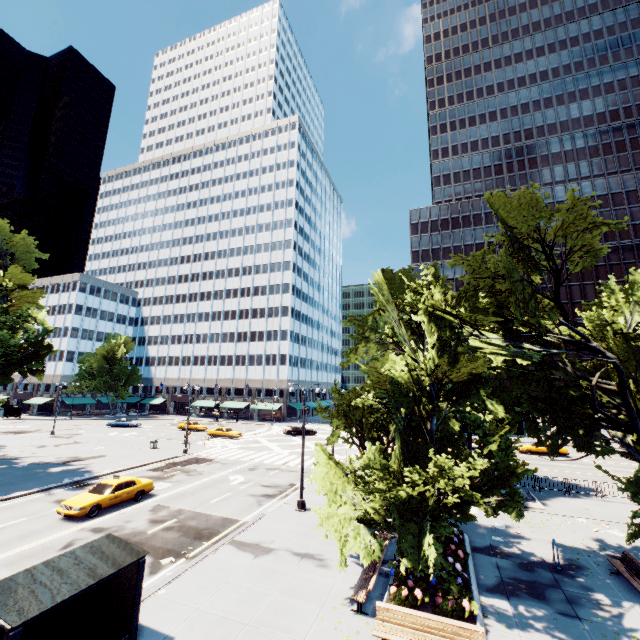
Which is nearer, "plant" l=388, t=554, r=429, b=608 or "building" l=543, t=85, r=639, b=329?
"plant" l=388, t=554, r=429, b=608

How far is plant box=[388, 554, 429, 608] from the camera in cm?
1046

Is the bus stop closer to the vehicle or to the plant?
the plant

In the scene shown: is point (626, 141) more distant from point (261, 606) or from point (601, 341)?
point (261, 606)

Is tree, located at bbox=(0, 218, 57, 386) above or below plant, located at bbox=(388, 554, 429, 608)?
above

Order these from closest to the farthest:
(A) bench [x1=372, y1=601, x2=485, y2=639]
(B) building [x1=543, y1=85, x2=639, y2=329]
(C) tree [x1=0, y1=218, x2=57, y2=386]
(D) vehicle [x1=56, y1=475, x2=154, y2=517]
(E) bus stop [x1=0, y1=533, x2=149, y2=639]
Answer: (E) bus stop [x1=0, y1=533, x2=149, y2=639] → (A) bench [x1=372, y1=601, x2=485, y2=639] → (D) vehicle [x1=56, y1=475, x2=154, y2=517] → (C) tree [x1=0, y1=218, x2=57, y2=386] → (B) building [x1=543, y1=85, x2=639, y2=329]

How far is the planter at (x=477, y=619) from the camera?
10.0m
